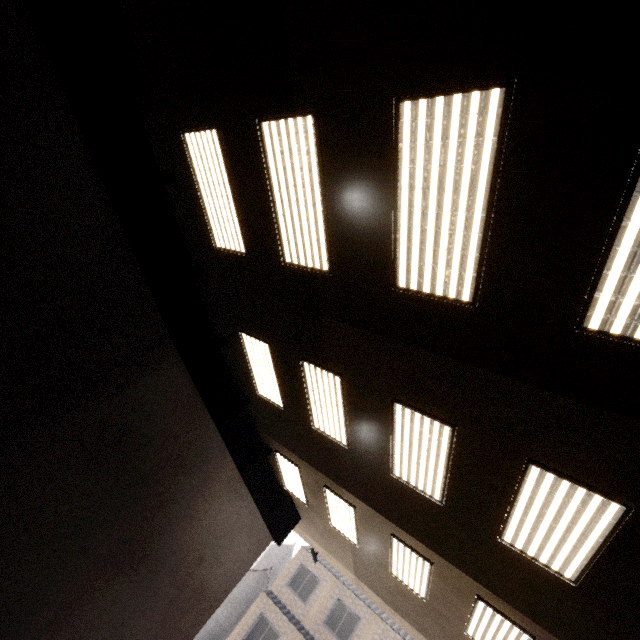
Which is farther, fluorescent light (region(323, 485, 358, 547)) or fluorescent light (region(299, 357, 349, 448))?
fluorescent light (region(323, 485, 358, 547))

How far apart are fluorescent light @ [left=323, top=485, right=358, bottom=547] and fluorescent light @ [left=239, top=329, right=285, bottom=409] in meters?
2.5

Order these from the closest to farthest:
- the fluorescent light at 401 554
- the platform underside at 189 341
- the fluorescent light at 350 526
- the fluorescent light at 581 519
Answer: the fluorescent light at 581 519 → the platform underside at 189 341 → the fluorescent light at 401 554 → the fluorescent light at 350 526

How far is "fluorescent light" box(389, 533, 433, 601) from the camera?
7.0 meters

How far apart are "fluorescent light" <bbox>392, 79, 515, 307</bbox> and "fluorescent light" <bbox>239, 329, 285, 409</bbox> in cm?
349

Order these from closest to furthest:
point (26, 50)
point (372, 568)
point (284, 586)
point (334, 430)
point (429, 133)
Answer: point (429, 133) < point (26, 50) < point (334, 430) < point (372, 568) < point (284, 586)

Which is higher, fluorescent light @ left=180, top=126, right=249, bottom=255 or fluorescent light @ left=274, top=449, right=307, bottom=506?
fluorescent light @ left=180, top=126, right=249, bottom=255

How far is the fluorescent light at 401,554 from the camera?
7.00m
